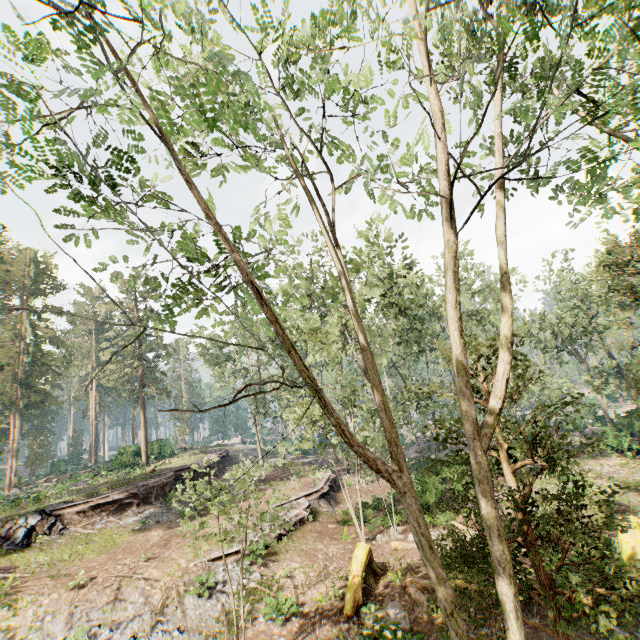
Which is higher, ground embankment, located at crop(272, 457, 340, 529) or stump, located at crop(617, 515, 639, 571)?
ground embankment, located at crop(272, 457, 340, 529)

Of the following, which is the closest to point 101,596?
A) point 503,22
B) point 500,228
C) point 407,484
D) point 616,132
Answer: point 407,484

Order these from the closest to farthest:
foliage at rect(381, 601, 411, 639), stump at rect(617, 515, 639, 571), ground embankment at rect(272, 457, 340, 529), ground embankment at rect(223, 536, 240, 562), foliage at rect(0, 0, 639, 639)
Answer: foliage at rect(0, 0, 639, 639)
foliage at rect(381, 601, 411, 639)
stump at rect(617, 515, 639, 571)
ground embankment at rect(223, 536, 240, 562)
ground embankment at rect(272, 457, 340, 529)

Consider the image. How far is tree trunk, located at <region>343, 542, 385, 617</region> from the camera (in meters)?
12.08

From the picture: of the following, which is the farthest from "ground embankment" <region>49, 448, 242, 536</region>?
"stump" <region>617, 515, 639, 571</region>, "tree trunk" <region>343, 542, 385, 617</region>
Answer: "stump" <region>617, 515, 639, 571</region>

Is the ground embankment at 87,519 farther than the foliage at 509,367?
Yes

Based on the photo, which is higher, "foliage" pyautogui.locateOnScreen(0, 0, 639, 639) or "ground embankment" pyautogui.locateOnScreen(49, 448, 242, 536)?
"foliage" pyautogui.locateOnScreen(0, 0, 639, 639)

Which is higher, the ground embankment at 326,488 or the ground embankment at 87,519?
the ground embankment at 87,519
